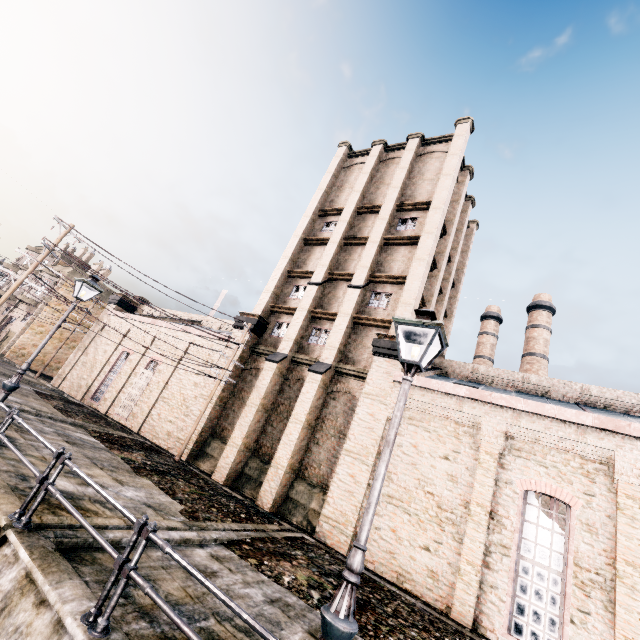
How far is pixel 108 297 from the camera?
43.3m

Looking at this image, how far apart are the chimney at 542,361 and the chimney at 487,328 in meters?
2.5

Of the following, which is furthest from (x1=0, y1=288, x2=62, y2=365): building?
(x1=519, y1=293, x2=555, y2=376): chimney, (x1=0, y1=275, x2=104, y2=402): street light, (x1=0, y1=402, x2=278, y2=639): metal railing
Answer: (x1=519, y1=293, x2=555, y2=376): chimney

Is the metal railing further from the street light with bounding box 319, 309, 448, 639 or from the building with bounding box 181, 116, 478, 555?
the building with bounding box 181, 116, 478, 555

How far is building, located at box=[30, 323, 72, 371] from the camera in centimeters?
3775cm

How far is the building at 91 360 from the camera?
21.2 meters

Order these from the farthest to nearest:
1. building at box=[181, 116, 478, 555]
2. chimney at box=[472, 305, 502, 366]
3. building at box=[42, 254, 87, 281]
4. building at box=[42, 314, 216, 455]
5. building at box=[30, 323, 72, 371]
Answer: chimney at box=[472, 305, 502, 366], building at box=[42, 254, 87, 281], building at box=[30, 323, 72, 371], building at box=[42, 314, 216, 455], building at box=[181, 116, 478, 555]

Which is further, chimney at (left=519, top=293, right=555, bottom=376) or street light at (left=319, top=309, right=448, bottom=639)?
chimney at (left=519, top=293, right=555, bottom=376)
